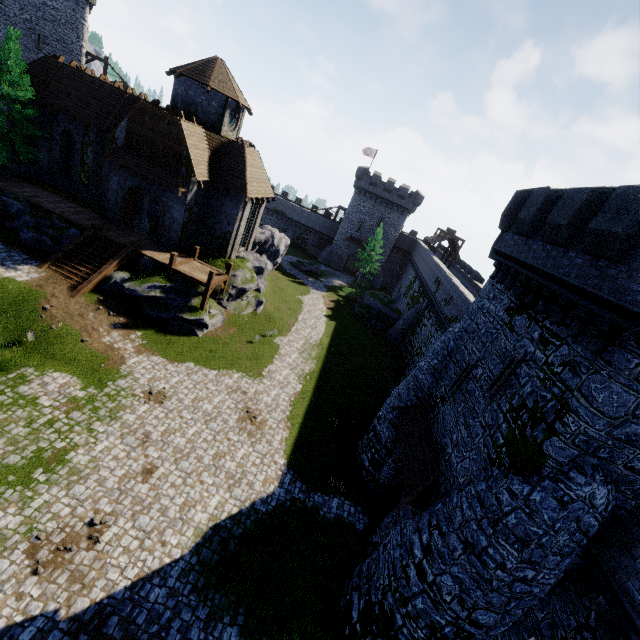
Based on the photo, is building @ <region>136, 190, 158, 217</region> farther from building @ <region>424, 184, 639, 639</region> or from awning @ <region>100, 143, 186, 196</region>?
building @ <region>424, 184, 639, 639</region>

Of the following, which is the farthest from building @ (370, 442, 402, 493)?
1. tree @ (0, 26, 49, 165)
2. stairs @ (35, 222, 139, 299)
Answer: tree @ (0, 26, 49, 165)

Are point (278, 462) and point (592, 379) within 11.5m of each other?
no

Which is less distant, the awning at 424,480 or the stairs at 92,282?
the awning at 424,480

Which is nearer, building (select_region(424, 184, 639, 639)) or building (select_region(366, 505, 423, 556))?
building (select_region(424, 184, 639, 639))

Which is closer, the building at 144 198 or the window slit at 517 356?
the window slit at 517 356

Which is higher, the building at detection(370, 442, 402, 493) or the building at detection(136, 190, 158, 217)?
the building at detection(136, 190, 158, 217)

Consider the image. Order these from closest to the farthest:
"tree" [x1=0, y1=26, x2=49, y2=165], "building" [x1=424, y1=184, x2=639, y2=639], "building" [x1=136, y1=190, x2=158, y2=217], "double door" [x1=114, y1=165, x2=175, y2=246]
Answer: "building" [x1=424, y1=184, x2=639, y2=639] < "tree" [x1=0, y1=26, x2=49, y2=165] < "double door" [x1=114, y1=165, x2=175, y2=246] < "building" [x1=136, y1=190, x2=158, y2=217]
